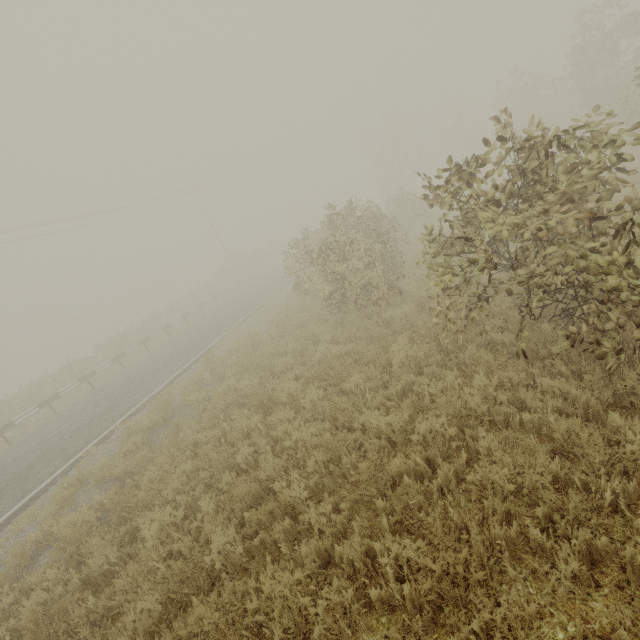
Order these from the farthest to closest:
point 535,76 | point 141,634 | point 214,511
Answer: point 535,76 → point 214,511 → point 141,634
